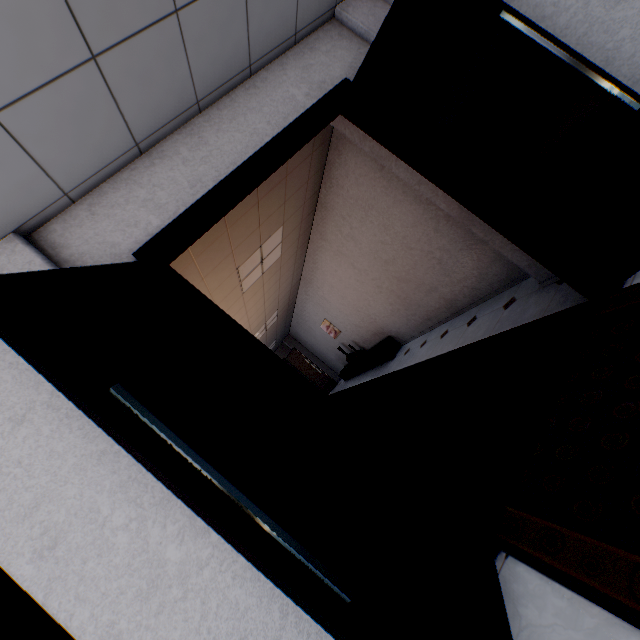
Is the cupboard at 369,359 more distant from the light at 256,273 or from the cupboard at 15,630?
the cupboard at 15,630

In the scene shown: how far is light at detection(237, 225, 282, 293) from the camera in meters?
4.7 m

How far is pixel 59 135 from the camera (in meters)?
1.57

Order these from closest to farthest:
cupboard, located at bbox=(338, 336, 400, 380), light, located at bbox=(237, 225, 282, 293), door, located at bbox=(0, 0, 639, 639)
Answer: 1. door, located at bbox=(0, 0, 639, 639)
2. light, located at bbox=(237, 225, 282, 293)
3. cupboard, located at bbox=(338, 336, 400, 380)

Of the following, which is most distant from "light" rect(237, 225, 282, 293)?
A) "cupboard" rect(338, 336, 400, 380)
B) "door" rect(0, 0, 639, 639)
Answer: "cupboard" rect(338, 336, 400, 380)

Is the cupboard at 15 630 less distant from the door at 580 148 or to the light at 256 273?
the door at 580 148

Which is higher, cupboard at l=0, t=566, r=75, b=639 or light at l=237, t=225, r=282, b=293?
light at l=237, t=225, r=282, b=293

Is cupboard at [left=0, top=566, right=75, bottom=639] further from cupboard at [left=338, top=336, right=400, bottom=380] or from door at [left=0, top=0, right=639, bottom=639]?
cupboard at [left=338, top=336, right=400, bottom=380]
